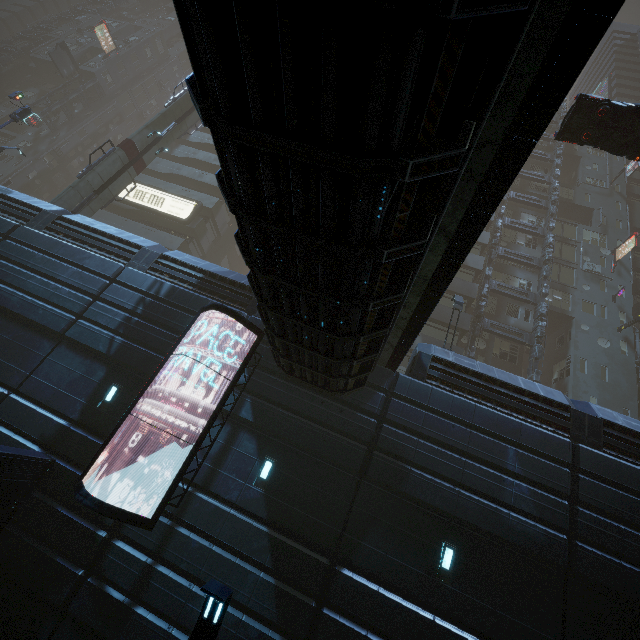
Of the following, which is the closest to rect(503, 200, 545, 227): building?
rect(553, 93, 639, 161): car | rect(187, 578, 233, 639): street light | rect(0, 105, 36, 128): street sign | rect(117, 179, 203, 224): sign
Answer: rect(117, 179, 203, 224): sign

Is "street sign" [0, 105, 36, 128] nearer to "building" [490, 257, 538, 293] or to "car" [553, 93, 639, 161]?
"building" [490, 257, 538, 293]

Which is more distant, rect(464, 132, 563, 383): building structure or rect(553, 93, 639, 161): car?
rect(464, 132, 563, 383): building structure

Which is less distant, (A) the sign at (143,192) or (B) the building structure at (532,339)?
(B) the building structure at (532,339)

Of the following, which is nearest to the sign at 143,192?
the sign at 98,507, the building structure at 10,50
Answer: the sign at 98,507

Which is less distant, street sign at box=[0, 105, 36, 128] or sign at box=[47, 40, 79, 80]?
street sign at box=[0, 105, 36, 128]

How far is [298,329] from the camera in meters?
7.6 m

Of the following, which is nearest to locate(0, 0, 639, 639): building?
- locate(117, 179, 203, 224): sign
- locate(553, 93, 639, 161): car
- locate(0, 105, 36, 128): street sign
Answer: locate(117, 179, 203, 224): sign
